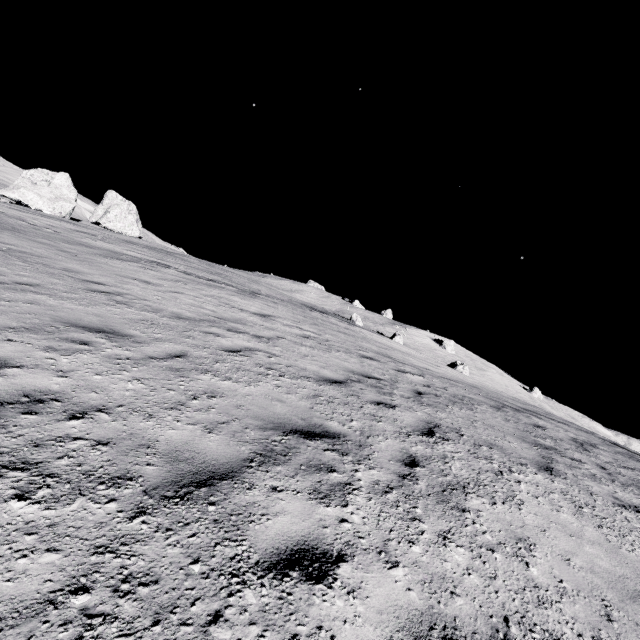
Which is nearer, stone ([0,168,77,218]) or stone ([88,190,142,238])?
stone ([0,168,77,218])

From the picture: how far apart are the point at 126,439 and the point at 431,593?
3.0 meters

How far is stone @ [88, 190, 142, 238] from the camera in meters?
49.2 m

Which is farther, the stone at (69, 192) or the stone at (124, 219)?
the stone at (124, 219)

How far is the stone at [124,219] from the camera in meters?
49.2 m
